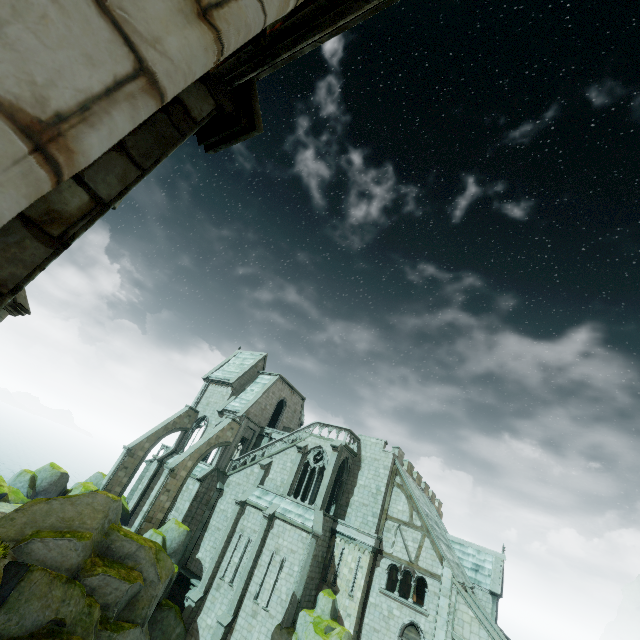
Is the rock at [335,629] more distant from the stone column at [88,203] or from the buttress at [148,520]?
the stone column at [88,203]

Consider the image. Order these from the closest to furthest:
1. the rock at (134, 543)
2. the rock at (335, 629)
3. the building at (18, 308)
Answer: the building at (18, 308) → the rock at (134, 543) → the rock at (335, 629)

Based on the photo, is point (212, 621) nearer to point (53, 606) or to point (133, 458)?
point (53, 606)

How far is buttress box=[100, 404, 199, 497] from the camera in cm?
2920

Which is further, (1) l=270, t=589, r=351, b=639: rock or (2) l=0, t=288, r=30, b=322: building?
(1) l=270, t=589, r=351, b=639: rock

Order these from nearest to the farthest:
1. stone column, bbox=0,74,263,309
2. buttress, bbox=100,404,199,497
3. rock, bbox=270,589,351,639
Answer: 1. stone column, bbox=0,74,263,309
2. rock, bbox=270,589,351,639
3. buttress, bbox=100,404,199,497

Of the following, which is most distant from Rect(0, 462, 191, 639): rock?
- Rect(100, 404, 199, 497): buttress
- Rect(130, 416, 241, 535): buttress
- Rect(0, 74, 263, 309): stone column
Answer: Rect(0, 74, 263, 309): stone column

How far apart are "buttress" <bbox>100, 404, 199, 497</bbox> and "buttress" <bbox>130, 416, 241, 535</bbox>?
5.9 meters
